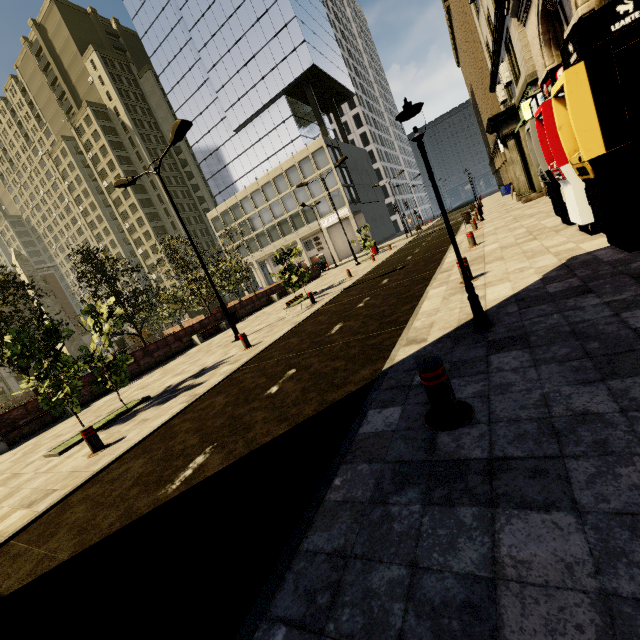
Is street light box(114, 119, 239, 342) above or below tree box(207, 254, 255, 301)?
above

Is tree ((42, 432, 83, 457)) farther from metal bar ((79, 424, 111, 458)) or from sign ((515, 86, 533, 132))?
sign ((515, 86, 533, 132))

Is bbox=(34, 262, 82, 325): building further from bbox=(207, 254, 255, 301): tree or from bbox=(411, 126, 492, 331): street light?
bbox=(411, 126, 492, 331): street light

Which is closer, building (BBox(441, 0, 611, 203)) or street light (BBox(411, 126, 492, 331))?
street light (BBox(411, 126, 492, 331))

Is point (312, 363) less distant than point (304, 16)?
Yes

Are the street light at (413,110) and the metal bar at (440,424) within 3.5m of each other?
yes

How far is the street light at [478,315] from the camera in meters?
4.0

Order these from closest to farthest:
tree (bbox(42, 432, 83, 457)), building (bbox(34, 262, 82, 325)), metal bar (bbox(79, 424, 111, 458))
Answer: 1. metal bar (bbox(79, 424, 111, 458))
2. tree (bbox(42, 432, 83, 457))
3. building (bbox(34, 262, 82, 325))
